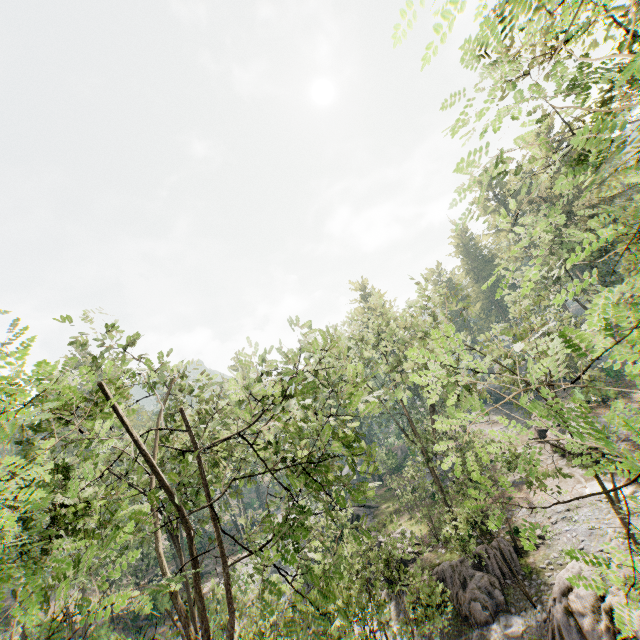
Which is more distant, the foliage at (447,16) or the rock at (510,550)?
the rock at (510,550)

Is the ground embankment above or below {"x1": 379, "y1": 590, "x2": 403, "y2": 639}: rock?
above

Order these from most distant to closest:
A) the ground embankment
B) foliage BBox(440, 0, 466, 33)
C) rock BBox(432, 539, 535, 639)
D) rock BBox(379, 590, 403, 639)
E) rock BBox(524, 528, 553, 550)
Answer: the ground embankment < rock BBox(379, 590, 403, 639) < rock BBox(524, 528, 553, 550) < rock BBox(432, 539, 535, 639) < foliage BBox(440, 0, 466, 33)

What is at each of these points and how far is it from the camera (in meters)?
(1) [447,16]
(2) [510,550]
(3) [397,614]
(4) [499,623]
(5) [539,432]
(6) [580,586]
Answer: (1) foliage, 2.73
(2) rock, 20.30
(3) rock, 22.36
(4) rock, 17.39
(5) ground embankment, 35.16
(6) foliage, 3.43

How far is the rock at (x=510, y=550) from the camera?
19.7 meters

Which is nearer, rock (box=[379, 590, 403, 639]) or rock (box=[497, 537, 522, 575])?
rock (box=[497, 537, 522, 575])

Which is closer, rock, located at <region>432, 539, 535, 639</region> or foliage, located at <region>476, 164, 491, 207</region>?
foliage, located at <region>476, 164, 491, 207</region>
